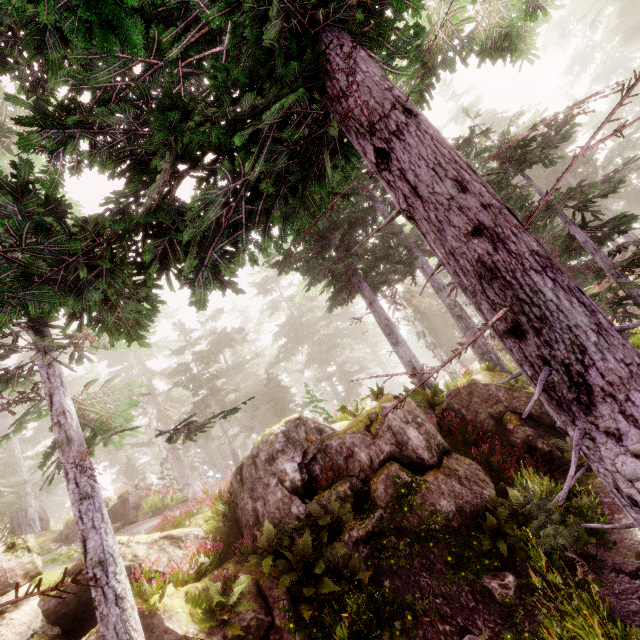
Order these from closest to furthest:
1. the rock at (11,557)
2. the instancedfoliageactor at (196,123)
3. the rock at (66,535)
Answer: the instancedfoliageactor at (196,123), the rock at (11,557), the rock at (66,535)

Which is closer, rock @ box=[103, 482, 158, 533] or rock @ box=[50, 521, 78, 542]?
rock @ box=[103, 482, 158, 533]

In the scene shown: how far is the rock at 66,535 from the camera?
15.9 meters

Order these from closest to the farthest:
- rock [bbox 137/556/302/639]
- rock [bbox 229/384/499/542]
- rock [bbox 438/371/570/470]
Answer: rock [bbox 137/556/302/639] → rock [bbox 229/384/499/542] → rock [bbox 438/371/570/470]

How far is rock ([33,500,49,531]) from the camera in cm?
1975

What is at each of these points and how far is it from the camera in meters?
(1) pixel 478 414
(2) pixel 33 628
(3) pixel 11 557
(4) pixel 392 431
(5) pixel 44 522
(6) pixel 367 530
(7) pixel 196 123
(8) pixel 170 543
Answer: (1) rock, 12.2 m
(2) rock, 7.3 m
(3) rock, 8.3 m
(4) rock, 10.4 m
(5) rock, 20.1 m
(6) rock, 8.8 m
(7) instancedfoliageactor, 3.5 m
(8) rock, 9.5 m
